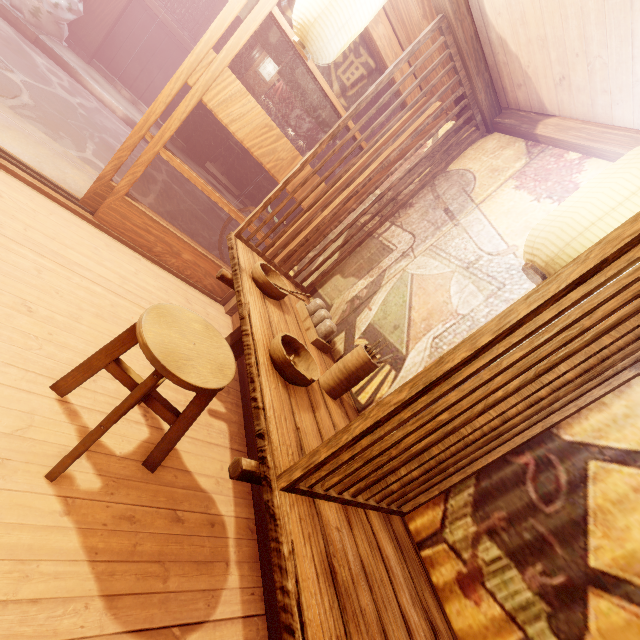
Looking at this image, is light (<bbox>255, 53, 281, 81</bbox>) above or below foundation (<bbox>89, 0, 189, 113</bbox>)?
above

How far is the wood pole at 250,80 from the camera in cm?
1159

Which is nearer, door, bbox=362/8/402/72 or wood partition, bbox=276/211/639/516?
wood partition, bbox=276/211/639/516

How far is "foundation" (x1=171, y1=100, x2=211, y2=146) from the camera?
12.29m

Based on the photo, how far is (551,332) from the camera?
1.6 meters

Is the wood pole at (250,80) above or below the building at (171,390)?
above

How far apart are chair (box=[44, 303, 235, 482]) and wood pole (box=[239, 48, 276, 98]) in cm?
1226

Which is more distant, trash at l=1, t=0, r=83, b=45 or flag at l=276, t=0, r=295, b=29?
trash at l=1, t=0, r=83, b=45
